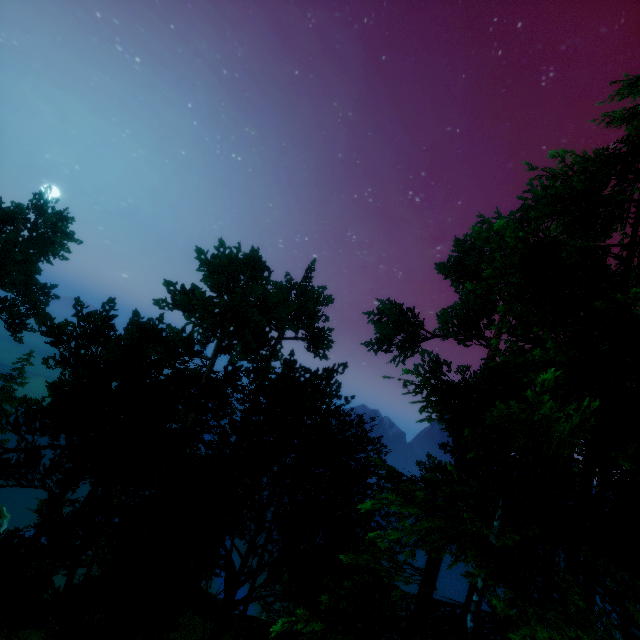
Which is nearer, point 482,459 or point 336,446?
point 336,446
